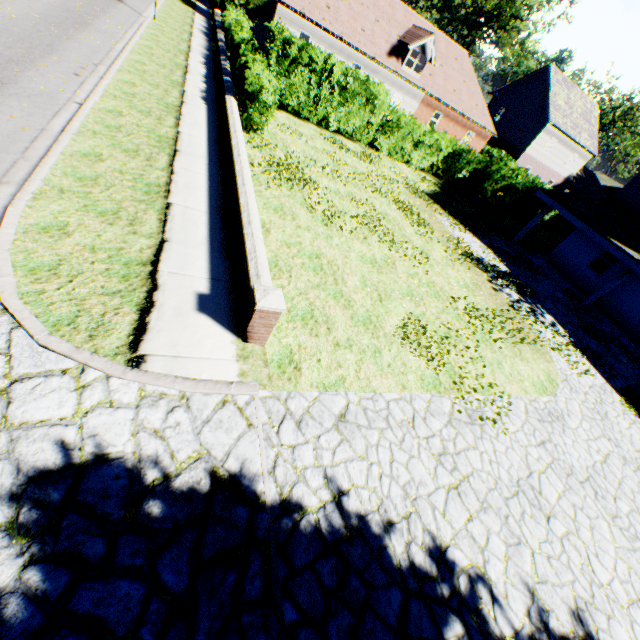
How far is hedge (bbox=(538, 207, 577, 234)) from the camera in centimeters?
2840cm

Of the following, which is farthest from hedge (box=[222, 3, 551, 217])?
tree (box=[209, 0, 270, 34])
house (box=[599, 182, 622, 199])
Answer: house (box=[599, 182, 622, 199])

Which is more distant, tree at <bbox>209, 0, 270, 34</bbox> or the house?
the house

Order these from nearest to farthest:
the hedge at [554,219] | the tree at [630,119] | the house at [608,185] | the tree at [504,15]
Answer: the hedge at [554,219]
the tree at [504,15]
the tree at [630,119]
the house at [608,185]

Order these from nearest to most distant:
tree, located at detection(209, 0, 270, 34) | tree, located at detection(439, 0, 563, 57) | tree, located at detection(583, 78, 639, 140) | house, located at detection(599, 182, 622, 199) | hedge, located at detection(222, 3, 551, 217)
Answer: hedge, located at detection(222, 3, 551, 217) < tree, located at detection(209, 0, 270, 34) < tree, located at detection(439, 0, 563, 57) < tree, located at detection(583, 78, 639, 140) < house, located at detection(599, 182, 622, 199)

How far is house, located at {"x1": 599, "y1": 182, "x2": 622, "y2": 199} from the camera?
55.92m

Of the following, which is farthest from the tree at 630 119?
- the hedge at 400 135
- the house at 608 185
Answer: the house at 608 185

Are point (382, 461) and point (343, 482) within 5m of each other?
yes
